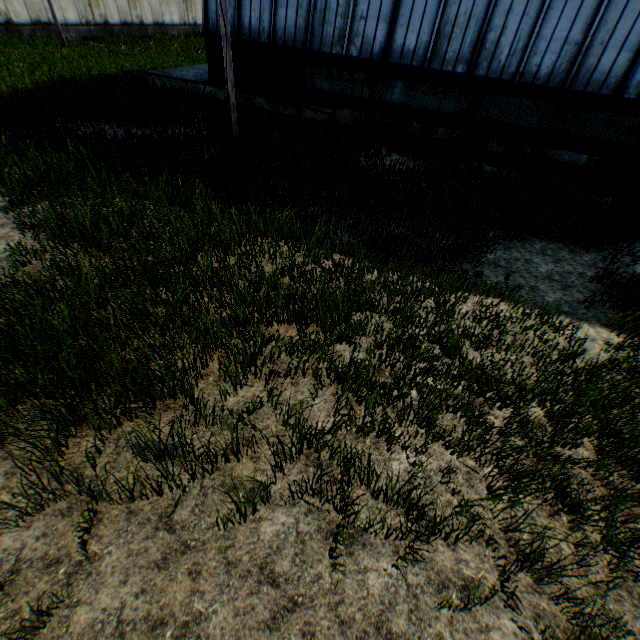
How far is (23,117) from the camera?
9.6 meters

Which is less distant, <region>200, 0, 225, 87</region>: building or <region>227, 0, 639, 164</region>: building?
<region>227, 0, 639, 164</region>: building

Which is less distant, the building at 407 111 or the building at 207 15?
the building at 407 111
